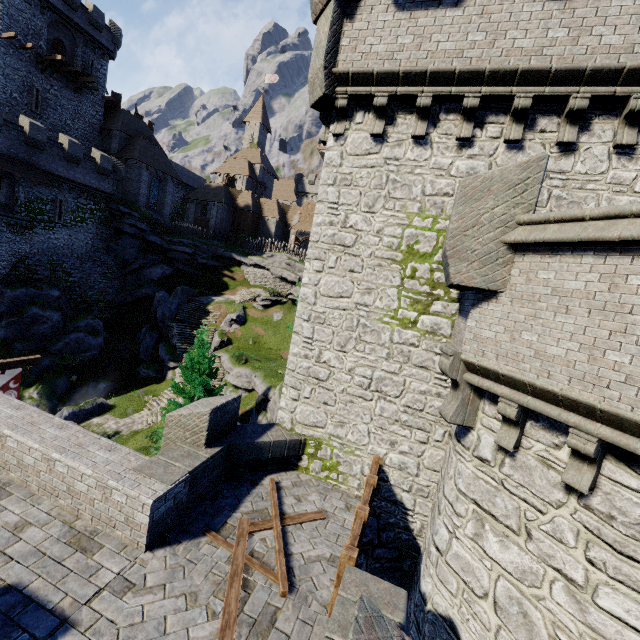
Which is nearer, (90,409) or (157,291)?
(90,409)

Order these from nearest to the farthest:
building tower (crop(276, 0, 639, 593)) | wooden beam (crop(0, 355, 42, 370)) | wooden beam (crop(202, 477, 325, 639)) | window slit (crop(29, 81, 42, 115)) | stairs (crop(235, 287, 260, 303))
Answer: wooden beam (crop(202, 477, 325, 639))
building tower (crop(276, 0, 639, 593))
wooden beam (crop(0, 355, 42, 370))
window slit (crop(29, 81, 42, 115))
stairs (crop(235, 287, 260, 303))

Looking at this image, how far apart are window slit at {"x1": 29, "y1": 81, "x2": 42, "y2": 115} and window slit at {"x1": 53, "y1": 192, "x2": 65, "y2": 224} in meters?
8.9

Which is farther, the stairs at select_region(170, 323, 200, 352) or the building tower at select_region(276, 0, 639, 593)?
the stairs at select_region(170, 323, 200, 352)

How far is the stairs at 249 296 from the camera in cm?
3731

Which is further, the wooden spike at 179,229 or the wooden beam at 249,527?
the wooden spike at 179,229

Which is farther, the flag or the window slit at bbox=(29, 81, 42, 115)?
the window slit at bbox=(29, 81, 42, 115)

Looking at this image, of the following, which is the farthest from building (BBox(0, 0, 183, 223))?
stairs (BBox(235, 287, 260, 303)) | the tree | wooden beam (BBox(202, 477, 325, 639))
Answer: wooden beam (BBox(202, 477, 325, 639))
